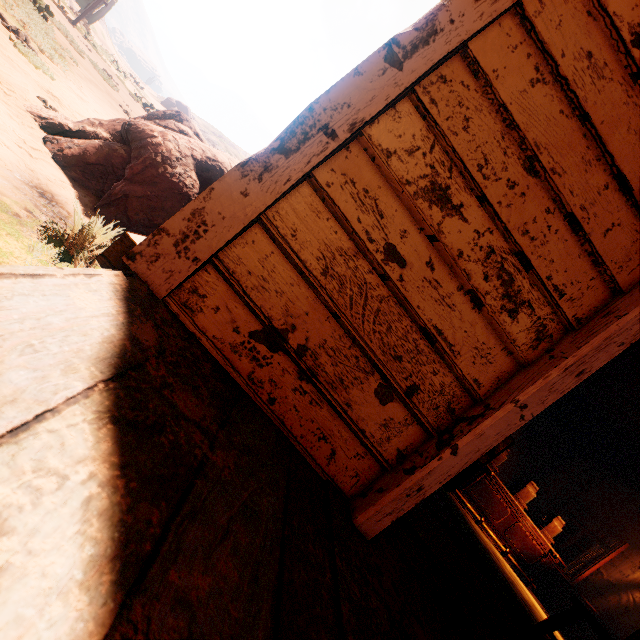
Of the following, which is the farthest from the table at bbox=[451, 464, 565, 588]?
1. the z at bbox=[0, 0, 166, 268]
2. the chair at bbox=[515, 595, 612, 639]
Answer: the chair at bbox=[515, 595, 612, 639]

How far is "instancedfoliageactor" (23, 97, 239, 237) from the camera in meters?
3.8

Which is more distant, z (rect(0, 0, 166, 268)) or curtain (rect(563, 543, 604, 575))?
curtain (rect(563, 543, 604, 575))

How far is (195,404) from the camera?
→ 0.8 meters

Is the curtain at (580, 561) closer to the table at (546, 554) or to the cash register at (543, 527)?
the table at (546, 554)

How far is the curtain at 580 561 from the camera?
7.70m

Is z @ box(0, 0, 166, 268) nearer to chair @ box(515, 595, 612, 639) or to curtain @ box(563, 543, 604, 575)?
curtain @ box(563, 543, 604, 575)

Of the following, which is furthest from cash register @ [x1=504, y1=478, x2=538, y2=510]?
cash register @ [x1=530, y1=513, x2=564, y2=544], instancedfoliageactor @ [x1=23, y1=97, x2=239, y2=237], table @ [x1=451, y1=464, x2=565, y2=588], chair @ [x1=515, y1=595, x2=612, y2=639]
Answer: instancedfoliageactor @ [x1=23, y1=97, x2=239, y2=237]
